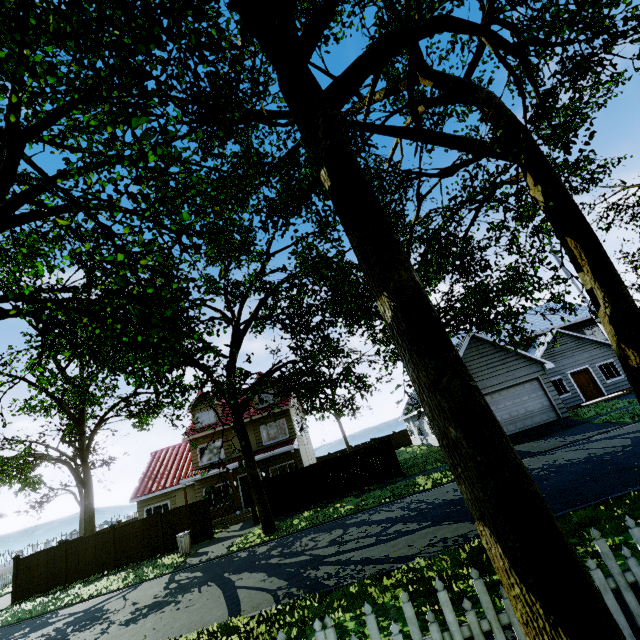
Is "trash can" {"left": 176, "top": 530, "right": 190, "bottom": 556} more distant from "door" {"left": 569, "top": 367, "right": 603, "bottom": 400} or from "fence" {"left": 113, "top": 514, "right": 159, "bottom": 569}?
"door" {"left": 569, "top": 367, "right": 603, "bottom": 400}

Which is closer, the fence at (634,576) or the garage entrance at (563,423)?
the fence at (634,576)

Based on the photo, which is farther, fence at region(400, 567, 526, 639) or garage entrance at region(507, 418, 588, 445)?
garage entrance at region(507, 418, 588, 445)

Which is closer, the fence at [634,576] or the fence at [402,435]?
the fence at [634,576]

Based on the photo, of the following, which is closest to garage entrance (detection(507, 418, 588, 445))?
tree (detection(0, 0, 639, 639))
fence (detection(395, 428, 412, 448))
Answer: tree (detection(0, 0, 639, 639))

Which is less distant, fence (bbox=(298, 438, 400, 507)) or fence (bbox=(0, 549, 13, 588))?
fence (bbox=(298, 438, 400, 507))

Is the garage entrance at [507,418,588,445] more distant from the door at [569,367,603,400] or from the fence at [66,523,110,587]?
the door at [569,367,603,400]

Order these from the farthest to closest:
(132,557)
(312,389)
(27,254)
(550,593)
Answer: (132,557), (312,389), (27,254), (550,593)
